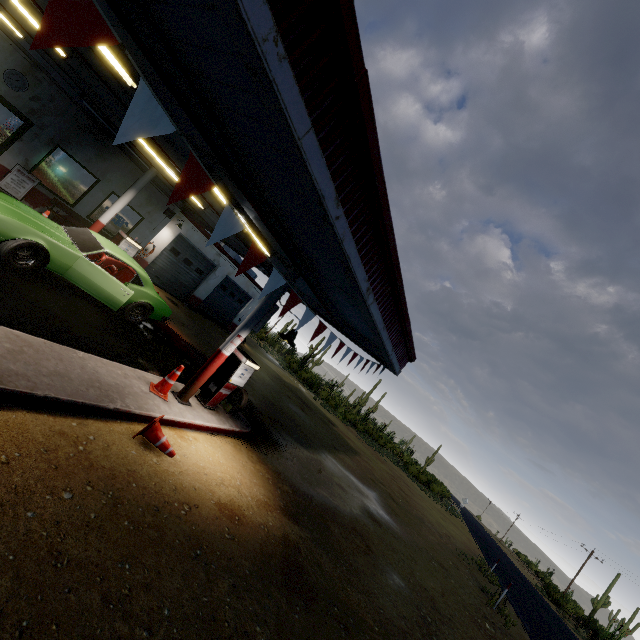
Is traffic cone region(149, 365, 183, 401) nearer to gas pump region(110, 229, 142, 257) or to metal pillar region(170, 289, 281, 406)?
metal pillar region(170, 289, 281, 406)

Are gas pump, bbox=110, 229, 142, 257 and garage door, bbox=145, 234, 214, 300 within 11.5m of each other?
yes

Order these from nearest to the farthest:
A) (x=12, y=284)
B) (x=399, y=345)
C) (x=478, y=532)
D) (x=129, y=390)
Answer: (x=129, y=390) → (x=12, y=284) → (x=399, y=345) → (x=478, y=532)

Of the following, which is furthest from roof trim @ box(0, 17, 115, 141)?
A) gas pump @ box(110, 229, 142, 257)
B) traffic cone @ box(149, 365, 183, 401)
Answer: traffic cone @ box(149, 365, 183, 401)

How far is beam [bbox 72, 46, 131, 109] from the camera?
5.62m

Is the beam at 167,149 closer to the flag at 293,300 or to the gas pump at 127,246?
the flag at 293,300

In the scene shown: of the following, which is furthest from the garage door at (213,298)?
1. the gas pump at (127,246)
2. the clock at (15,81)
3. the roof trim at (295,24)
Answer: the clock at (15,81)

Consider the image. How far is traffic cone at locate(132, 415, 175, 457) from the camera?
5.0 meters
